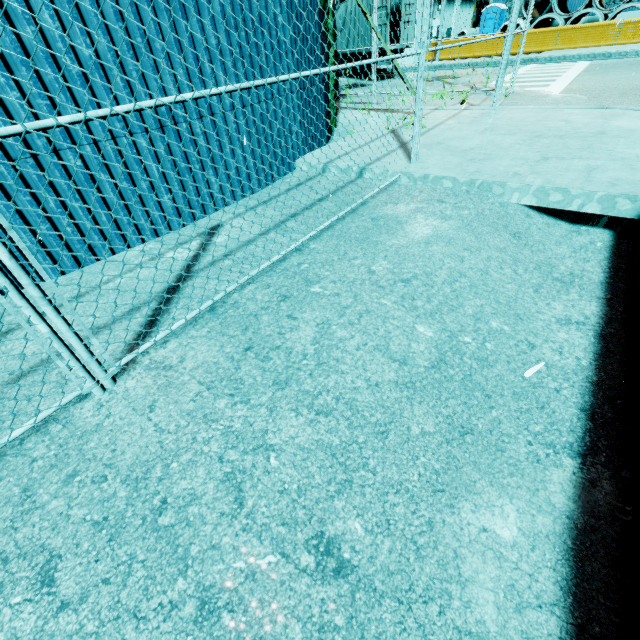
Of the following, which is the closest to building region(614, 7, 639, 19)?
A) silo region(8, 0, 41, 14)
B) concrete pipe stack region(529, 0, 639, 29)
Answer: concrete pipe stack region(529, 0, 639, 29)

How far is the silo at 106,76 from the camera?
3.05m

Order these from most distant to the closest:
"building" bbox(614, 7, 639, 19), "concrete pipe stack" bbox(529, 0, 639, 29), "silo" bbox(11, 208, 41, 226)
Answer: "building" bbox(614, 7, 639, 19) < "concrete pipe stack" bbox(529, 0, 639, 29) < "silo" bbox(11, 208, 41, 226)

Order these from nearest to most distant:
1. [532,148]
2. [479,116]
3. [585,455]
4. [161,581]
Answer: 1. [161,581]
2. [585,455]
3. [532,148]
4. [479,116]

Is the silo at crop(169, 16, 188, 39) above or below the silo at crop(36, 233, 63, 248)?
above

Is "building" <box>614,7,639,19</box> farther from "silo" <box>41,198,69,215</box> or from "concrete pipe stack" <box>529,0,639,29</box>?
"silo" <box>41,198,69,215</box>

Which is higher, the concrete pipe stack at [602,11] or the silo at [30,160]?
the concrete pipe stack at [602,11]
